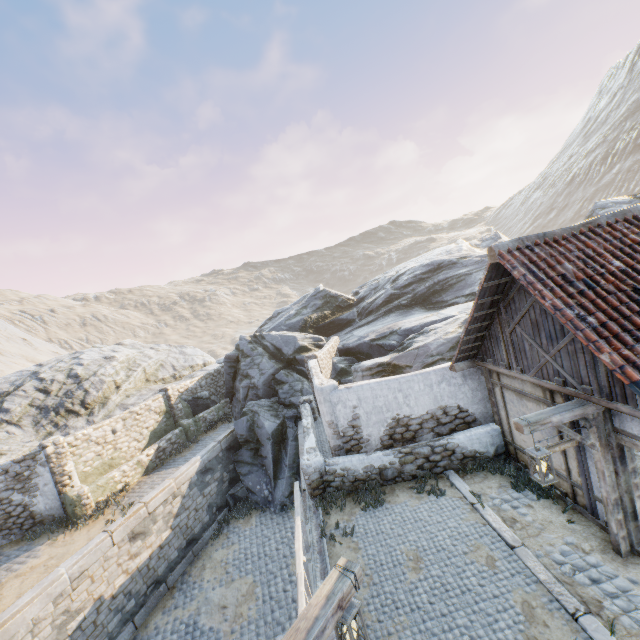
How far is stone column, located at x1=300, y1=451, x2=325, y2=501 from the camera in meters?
9.6

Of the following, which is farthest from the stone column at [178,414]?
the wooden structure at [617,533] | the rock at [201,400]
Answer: the wooden structure at [617,533]

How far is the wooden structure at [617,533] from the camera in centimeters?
547cm

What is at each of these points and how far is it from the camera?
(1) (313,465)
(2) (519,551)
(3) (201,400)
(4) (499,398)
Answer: (1) stone column, 9.7m
(2) stone blocks, 6.4m
(3) rock, 20.0m
(4) building, 8.9m

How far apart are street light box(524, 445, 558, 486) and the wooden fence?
4.39m

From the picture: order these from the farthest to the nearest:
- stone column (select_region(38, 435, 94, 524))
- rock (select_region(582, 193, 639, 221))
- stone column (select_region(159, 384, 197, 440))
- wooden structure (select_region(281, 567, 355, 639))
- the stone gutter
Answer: rock (select_region(582, 193, 639, 221)), stone column (select_region(159, 384, 197, 440)), stone column (select_region(38, 435, 94, 524)), the stone gutter, wooden structure (select_region(281, 567, 355, 639))

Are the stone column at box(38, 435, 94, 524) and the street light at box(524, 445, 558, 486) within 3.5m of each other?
no

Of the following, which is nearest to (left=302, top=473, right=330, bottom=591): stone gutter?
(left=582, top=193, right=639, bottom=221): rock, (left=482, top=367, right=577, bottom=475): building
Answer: (left=582, top=193, right=639, bottom=221): rock
